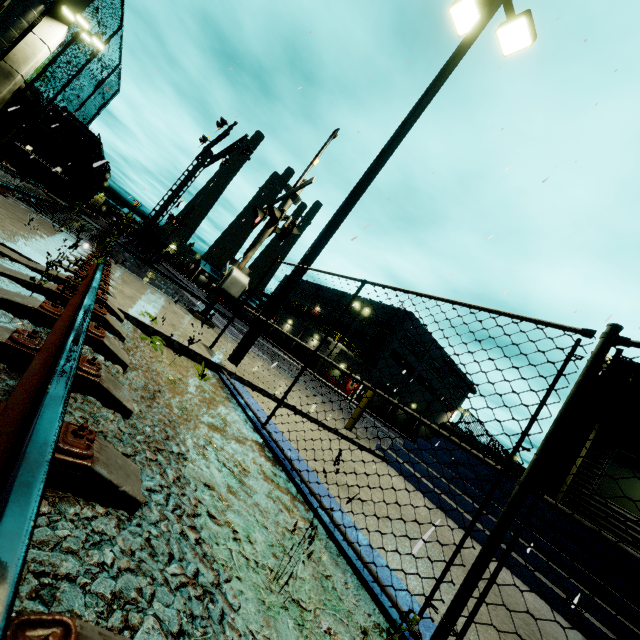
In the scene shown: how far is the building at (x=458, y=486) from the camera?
6.9m

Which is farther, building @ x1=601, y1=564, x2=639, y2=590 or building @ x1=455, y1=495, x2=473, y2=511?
building @ x1=455, y1=495, x2=473, y2=511

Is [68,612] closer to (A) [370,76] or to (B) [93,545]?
(B) [93,545]

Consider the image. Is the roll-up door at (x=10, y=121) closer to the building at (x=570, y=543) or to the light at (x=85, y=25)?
the building at (x=570, y=543)

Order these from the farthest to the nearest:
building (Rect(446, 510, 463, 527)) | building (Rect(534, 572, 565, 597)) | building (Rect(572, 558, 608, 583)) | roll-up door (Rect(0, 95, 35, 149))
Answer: roll-up door (Rect(0, 95, 35, 149)) → building (Rect(446, 510, 463, 527)) → building (Rect(572, 558, 608, 583)) → building (Rect(534, 572, 565, 597))

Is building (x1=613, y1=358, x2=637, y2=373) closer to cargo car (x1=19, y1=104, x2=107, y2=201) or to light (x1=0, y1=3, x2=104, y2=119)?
light (x1=0, y1=3, x2=104, y2=119)

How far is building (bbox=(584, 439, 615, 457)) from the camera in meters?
9.2 m

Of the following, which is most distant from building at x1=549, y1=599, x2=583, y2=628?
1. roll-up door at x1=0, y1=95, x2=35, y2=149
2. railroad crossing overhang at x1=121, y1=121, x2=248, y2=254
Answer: railroad crossing overhang at x1=121, y1=121, x2=248, y2=254
